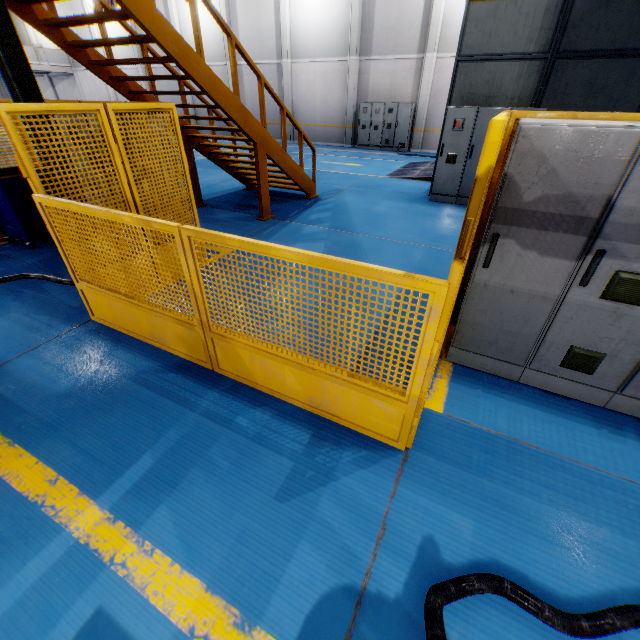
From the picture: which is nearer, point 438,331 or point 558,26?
point 438,331

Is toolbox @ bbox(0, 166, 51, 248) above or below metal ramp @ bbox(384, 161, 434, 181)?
above

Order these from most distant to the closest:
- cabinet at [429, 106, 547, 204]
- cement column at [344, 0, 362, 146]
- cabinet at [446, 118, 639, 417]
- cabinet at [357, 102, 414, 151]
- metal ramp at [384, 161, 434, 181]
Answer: cabinet at [357, 102, 414, 151], cement column at [344, 0, 362, 146], metal ramp at [384, 161, 434, 181], cabinet at [429, 106, 547, 204], cabinet at [446, 118, 639, 417]

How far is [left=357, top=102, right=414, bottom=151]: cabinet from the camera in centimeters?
1639cm

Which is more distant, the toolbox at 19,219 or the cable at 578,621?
the toolbox at 19,219

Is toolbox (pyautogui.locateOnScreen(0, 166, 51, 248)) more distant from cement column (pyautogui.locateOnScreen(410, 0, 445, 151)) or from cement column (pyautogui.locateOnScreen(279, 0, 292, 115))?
cement column (pyautogui.locateOnScreen(279, 0, 292, 115))

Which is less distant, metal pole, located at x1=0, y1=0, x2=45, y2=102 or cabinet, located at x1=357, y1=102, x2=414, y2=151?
metal pole, located at x1=0, y1=0, x2=45, y2=102

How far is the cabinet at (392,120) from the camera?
16.39m
